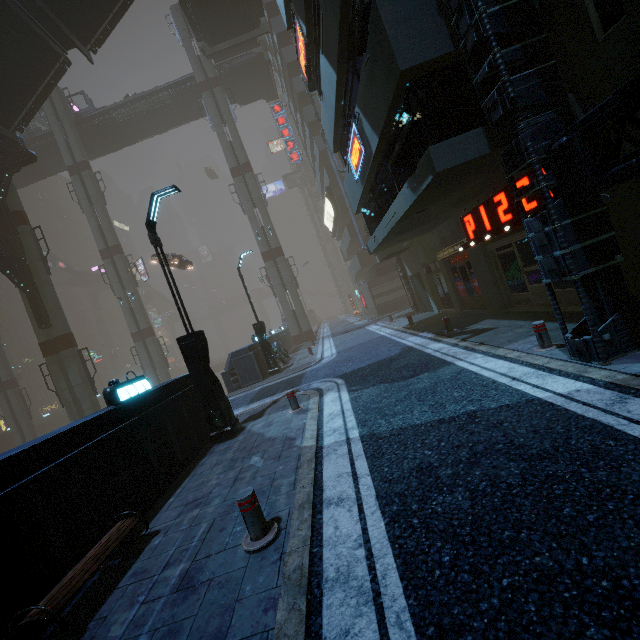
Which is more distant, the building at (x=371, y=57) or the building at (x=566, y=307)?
the building at (x=566, y=307)

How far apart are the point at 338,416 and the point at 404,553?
4.3 meters

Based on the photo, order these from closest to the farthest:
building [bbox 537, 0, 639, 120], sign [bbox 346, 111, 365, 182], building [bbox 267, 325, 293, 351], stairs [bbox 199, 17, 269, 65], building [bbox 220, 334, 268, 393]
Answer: building [bbox 537, 0, 639, 120] < sign [bbox 346, 111, 365, 182] < building [bbox 220, 334, 268, 393] < building [bbox 267, 325, 293, 351] < stairs [bbox 199, 17, 269, 65]

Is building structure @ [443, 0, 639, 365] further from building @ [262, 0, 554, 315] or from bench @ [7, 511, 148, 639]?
bench @ [7, 511, 148, 639]

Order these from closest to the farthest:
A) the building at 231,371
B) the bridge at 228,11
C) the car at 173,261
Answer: the building at 231,371
the bridge at 228,11
the car at 173,261

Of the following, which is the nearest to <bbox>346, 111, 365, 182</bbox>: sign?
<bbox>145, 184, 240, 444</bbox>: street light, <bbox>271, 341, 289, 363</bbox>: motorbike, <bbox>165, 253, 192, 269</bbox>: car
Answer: <bbox>145, 184, 240, 444</bbox>: street light

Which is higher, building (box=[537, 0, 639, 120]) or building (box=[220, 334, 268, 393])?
building (box=[537, 0, 639, 120])

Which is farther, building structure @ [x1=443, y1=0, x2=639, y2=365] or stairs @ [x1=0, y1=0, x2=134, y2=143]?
stairs @ [x1=0, y1=0, x2=134, y2=143]
